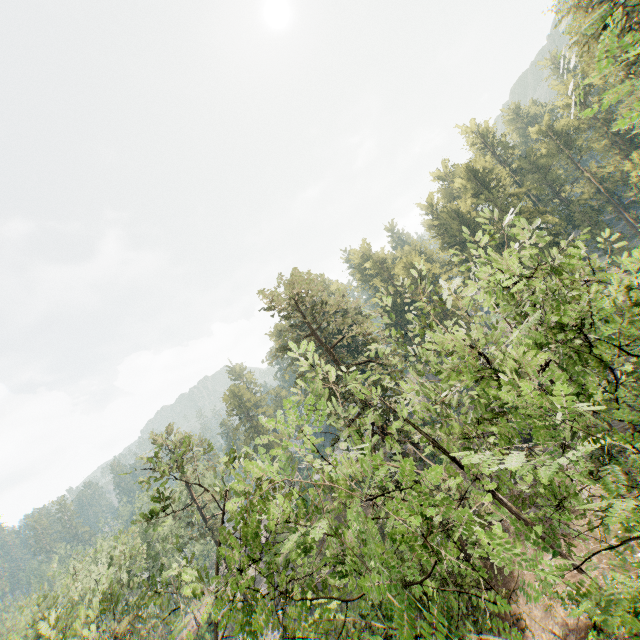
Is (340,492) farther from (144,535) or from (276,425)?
(144,535)

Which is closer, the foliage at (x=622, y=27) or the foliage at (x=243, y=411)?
the foliage at (x=622, y=27)

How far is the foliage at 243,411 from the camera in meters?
58.5

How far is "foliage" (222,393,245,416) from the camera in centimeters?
5846cm

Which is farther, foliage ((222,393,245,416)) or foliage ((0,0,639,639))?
foliage ((222,393,245,416))
